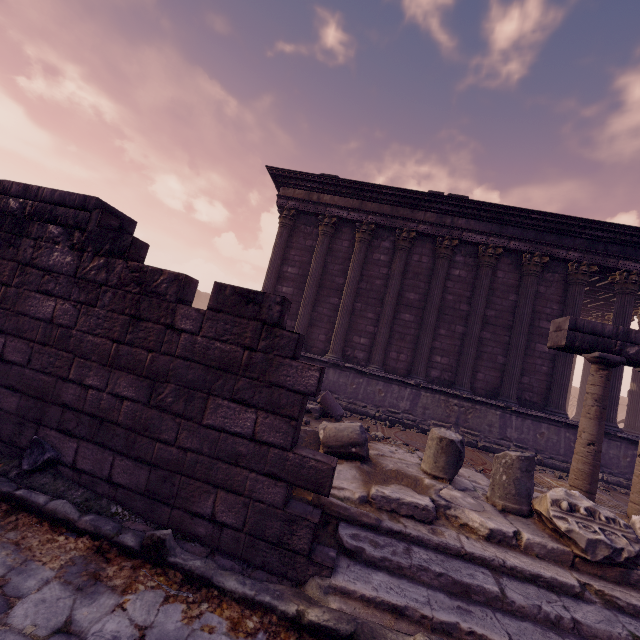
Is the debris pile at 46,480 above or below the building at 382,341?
below

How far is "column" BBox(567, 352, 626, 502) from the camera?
5.2m

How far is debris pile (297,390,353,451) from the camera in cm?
483

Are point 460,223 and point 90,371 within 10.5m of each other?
no

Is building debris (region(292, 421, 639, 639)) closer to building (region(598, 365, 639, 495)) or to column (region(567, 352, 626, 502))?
column (region(567, 352, 626, 502))

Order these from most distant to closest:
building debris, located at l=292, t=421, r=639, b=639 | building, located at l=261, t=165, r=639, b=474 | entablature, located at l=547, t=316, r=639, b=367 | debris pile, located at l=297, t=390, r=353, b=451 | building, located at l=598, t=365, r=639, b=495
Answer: building, located at l=261, t=165, r=639, b=474 → building, located at l=598, t=365, r=639, b=495 → entablature, located at l=547, t=316, r=639, b=367 → debris pile, located at l=297, t=390, r=353, b=451 → building debris, located at l=292, t=421, r=639, b=639

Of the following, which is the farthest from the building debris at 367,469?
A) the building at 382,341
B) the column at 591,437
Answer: the building at 382,341

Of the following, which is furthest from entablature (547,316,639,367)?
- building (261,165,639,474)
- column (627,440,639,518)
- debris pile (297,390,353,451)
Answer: building (261,165,639,474)
